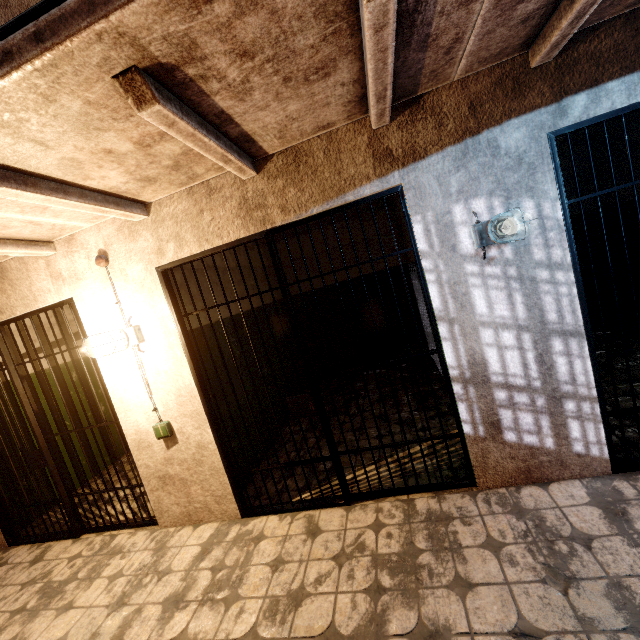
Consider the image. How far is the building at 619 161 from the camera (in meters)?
4.29

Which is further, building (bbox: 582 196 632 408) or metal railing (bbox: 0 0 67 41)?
building (bbox: 582 196 632 408)

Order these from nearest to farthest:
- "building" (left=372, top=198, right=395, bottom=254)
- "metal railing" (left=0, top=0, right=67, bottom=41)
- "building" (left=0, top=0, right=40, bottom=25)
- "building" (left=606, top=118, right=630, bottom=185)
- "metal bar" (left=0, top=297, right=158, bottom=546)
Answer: "metal railing" (left=0, top=0, right=67, bottom=41), "building" (left=0, top=0, right=40, bottom=25), "metal bar" (left=0, top=297, right=158, bottom=546), "building" (left=606, top=118, right=630, bottom=185), "building" (left=372, top=198, right=395, bottom=254)

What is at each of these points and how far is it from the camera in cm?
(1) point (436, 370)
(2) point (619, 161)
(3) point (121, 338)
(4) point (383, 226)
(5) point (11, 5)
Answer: (1) building, 521
(2) building, 441
(3) light fixture, 277
(4) building, 571
(5) building, 255

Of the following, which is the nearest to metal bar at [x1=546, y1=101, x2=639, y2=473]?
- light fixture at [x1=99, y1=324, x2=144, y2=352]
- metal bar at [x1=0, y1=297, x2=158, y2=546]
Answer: light fixture at [x1=99, y1=324, x2=144, y2=352]

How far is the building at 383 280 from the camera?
5.9m

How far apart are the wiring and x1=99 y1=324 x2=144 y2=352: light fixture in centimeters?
48cm

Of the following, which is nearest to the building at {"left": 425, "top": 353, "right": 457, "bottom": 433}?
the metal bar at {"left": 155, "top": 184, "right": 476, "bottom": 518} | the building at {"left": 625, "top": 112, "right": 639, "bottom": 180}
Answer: the metal bar at {"left": 155, "top": 184, "right": 476, "bottom": 518}
